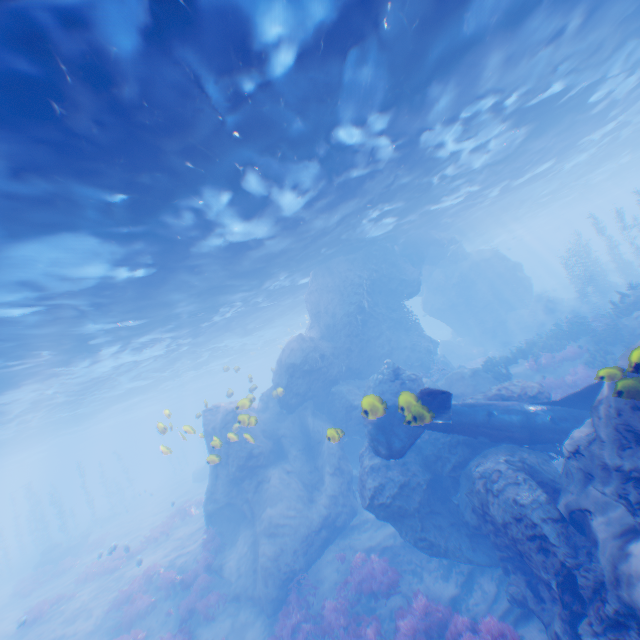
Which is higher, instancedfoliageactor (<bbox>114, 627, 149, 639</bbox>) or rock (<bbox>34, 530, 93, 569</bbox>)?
rock (<bbox>34, 530, 93, 569</bbox>)

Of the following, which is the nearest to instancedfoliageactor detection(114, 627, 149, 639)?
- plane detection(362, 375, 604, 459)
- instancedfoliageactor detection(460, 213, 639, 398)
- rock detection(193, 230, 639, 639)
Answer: rock detection(193, 230, 639, 639)

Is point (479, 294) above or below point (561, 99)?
below

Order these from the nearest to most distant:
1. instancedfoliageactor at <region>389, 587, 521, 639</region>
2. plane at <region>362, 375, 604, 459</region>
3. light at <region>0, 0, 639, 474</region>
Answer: light at <region>0, 0, 639, 474</region> < instancedfoliageactor at <region>389, 587, 521, 639</region> < plane at <region>362, 375, 604, 459</region>

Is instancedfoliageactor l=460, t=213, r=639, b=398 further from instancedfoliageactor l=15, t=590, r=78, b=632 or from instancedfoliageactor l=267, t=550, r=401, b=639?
instancedfoliageactor l=15, t=590, r=78, b=632

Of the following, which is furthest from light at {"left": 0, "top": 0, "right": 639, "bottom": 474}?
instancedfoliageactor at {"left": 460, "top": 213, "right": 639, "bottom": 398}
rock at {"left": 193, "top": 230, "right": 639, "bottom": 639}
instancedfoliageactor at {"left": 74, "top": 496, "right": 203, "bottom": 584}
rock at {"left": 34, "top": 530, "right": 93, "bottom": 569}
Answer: rock at {"left": 34, "top": 530, "right": 93, "bottom": 569}

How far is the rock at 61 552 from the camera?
27.91m

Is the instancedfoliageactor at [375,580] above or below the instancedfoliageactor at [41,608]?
below
